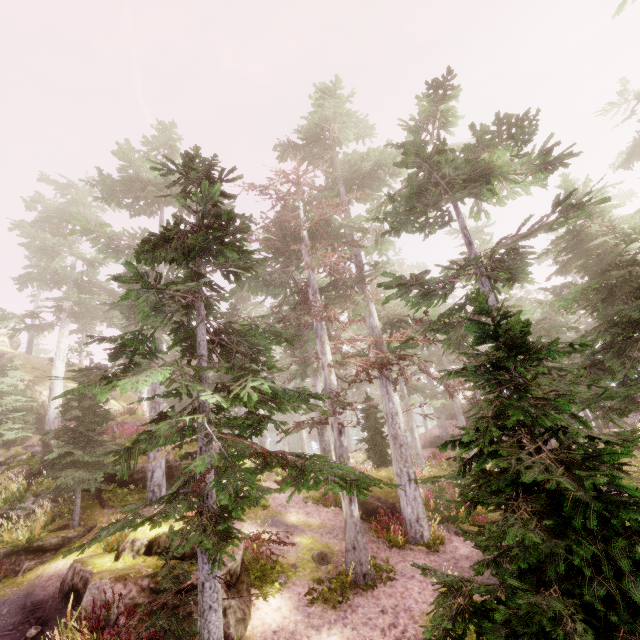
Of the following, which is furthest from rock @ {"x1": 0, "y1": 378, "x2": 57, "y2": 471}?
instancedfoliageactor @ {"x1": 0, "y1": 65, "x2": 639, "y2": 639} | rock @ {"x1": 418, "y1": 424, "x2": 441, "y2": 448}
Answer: rock @ {"x1": 418, "y1": 424, "x2": 441, "y2": 448}

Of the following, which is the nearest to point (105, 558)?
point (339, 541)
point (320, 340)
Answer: point (339, 541)

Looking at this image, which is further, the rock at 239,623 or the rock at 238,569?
Answer: the rock at 238,569

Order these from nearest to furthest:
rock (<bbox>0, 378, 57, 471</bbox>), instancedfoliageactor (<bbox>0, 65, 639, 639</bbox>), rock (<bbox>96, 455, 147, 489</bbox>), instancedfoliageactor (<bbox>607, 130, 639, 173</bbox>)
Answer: instancedfoliageactor (<bbox>0, 65, 639, 639</bbox>) → rock (<bbox>96, 455, 147, 489</bbox>) → rock (<bbox>0, 378, 57, 471</bbox>) → instancedfoliageactor (<bbox>607, 130, 639, 173</bbox>)

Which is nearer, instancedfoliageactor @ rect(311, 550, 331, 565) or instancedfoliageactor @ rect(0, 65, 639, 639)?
instancedfoliageactor @ rect(0, 65, 639, 639)

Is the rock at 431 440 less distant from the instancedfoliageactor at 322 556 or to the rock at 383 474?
the instancedfoliageactor at 322 556

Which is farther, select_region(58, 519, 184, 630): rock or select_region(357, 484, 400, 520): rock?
select_region(357, 484, 400, 520): rock

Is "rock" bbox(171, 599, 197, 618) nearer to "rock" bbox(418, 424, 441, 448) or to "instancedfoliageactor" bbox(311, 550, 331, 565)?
"instancedfoliageactor" bbox(311, 550, 331, 565)
